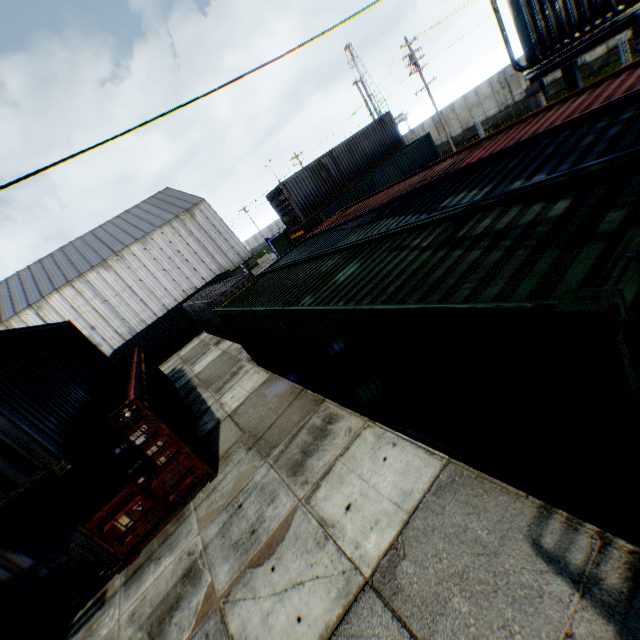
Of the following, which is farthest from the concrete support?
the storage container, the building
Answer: the building

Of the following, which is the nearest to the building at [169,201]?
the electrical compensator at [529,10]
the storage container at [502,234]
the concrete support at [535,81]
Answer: the storage container at [502,234]

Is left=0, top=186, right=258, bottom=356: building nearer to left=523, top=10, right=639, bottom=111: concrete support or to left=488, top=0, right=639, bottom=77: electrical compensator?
left=488, top=0, right=639, bottom=77: electrical compensator

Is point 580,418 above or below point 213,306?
below

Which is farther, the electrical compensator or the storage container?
the electrical compensator

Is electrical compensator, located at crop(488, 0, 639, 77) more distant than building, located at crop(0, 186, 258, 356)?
No

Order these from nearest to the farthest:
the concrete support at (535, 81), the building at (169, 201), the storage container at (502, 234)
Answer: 1. the storage container at (502, 234)
2. the concrete support at (535, 81)
3. the building at (169, 201)

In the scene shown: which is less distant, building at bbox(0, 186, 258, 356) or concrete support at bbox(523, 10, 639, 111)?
concrete support at bbox(523, 10, 639, 111)
